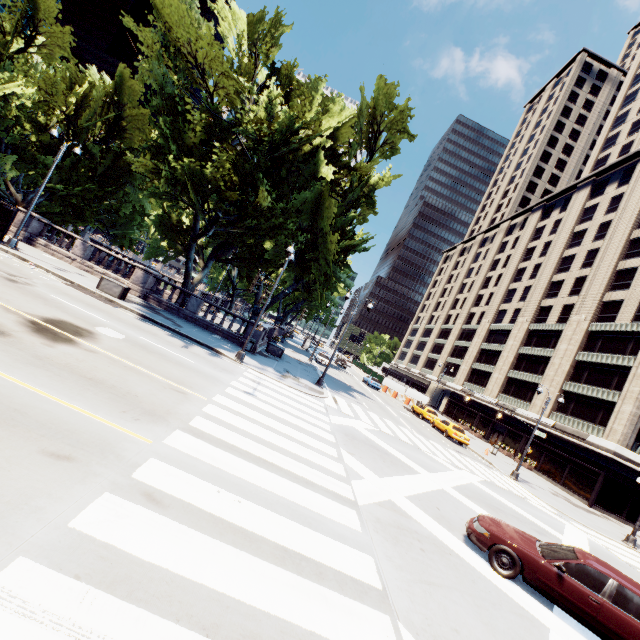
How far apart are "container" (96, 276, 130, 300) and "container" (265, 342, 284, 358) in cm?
1145

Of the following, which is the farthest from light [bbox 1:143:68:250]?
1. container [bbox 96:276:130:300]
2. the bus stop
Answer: container [bbox 96:276:130:300]

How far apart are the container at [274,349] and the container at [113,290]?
11.4 meters

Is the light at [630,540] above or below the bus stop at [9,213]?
below

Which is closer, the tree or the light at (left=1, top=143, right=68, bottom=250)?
the tree

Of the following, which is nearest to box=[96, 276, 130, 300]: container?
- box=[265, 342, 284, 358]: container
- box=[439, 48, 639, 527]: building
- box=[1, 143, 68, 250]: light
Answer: box=[1, 143, 68, 250]: light

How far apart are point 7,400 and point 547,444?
44.69m

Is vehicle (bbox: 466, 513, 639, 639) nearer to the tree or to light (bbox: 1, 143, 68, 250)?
the tree
